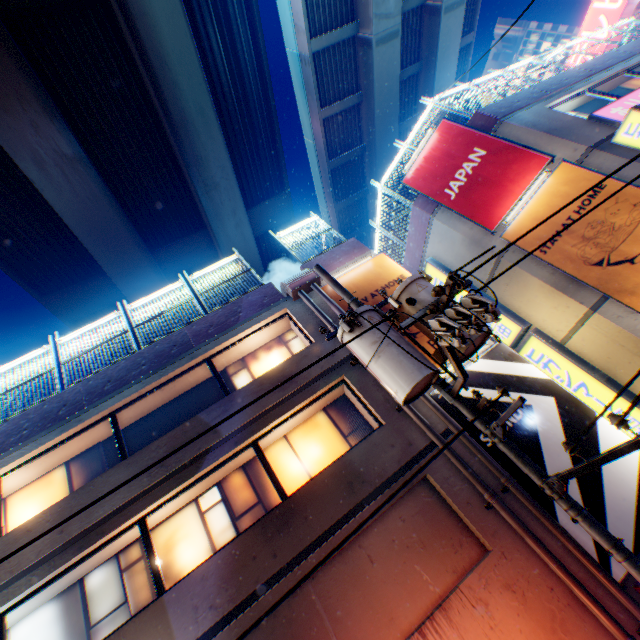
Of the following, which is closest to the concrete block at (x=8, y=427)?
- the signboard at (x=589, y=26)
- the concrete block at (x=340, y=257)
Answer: the concrete block at (x=340, y=257)

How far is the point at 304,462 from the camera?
8.2m

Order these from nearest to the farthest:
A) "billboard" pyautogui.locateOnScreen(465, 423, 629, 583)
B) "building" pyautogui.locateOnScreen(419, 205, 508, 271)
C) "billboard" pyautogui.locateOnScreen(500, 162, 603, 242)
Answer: "billboard" pyautogui.locateOnScreen(465, 423, 629, 583)
"billboard" pyautogui.locateOnScreen(500, 162, 603, 242)
"building" pyautogui.locateOnScreen(419, 205, 508, 271)

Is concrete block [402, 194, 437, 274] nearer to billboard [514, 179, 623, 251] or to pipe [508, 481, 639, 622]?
billboard [514, 179, 623, 251]

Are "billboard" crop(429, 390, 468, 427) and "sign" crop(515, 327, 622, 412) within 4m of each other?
yes

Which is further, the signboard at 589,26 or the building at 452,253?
Answer: the signboard at 589,26

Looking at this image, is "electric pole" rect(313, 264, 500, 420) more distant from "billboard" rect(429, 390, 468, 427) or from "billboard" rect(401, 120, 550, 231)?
"billboard" rect(401, 120, 550, 231)

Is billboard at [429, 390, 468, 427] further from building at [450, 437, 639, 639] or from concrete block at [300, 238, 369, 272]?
concrete block at [300, 238, 369, 272]
